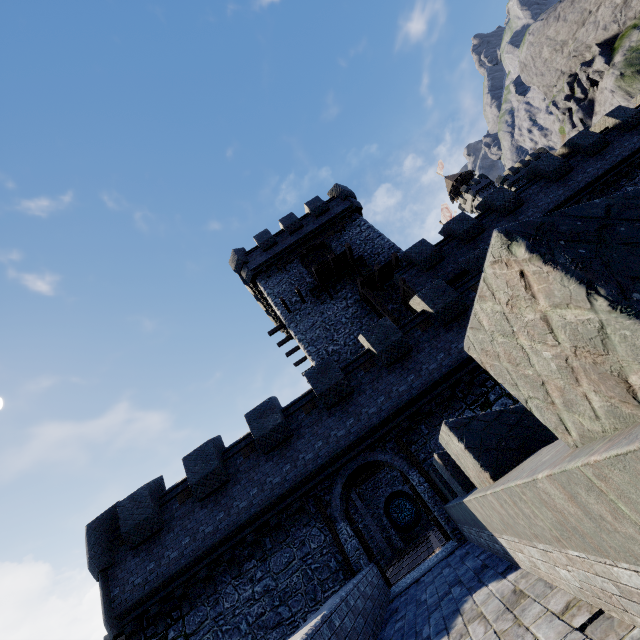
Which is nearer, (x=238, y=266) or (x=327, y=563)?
(x=327, y=563)

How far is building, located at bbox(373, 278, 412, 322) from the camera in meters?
20.0 m

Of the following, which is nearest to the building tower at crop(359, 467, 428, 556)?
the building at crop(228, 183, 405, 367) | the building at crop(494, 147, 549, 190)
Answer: the building at crop(228, 183, 405, 367)

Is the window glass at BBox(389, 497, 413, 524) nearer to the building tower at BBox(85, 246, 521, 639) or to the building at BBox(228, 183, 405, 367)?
the building tower at BBox(85, 246, 521, 639)

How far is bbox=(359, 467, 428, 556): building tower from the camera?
25.22m

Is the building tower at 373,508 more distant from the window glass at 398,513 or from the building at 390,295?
the building at 390,295

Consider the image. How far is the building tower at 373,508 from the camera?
25.22m
